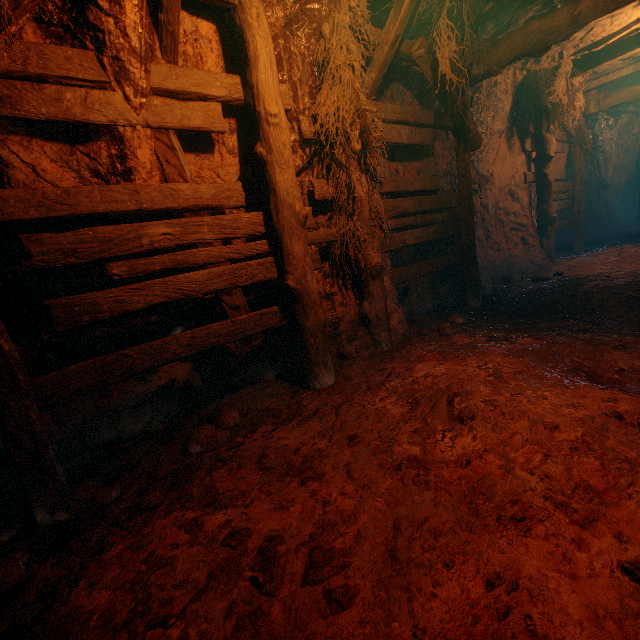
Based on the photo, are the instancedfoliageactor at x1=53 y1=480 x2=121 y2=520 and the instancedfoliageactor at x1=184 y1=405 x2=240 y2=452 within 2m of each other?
yes

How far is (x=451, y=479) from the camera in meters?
2.1 m

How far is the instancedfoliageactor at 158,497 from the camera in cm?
223

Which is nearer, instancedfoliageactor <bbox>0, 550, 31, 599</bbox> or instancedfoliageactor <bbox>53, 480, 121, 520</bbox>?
instancedfoliageactor <bbox>0, 550, 31, 599</bbox>

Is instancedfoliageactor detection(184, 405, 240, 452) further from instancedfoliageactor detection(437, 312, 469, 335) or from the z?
instancedfoliageactor detection(437, 312, 469, 335)

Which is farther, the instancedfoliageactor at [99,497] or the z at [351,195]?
the instancedfoliageactor at [99,497]

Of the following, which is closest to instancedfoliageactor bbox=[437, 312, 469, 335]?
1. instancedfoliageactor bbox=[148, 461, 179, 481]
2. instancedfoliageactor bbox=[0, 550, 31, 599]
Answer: instancedfoliageactor bbox=[148, 461, 179, 481]

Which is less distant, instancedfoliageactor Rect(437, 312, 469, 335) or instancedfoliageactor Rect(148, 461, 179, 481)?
instancedfoliageactor Rect(148, 461, 179, 481)
